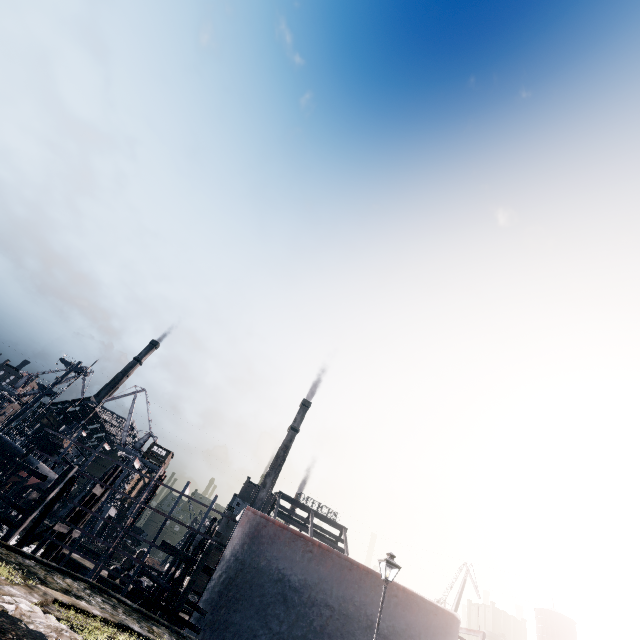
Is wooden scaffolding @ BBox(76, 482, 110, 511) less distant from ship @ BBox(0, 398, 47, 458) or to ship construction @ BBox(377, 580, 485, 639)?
ship construction @ BBox(377, 580, 485, 639)

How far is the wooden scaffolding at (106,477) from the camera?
24.82m

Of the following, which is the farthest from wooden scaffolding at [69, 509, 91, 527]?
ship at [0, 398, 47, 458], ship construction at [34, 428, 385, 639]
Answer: ship at [0, 398, 47, 458]

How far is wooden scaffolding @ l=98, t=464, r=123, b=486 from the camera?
24.8 meters

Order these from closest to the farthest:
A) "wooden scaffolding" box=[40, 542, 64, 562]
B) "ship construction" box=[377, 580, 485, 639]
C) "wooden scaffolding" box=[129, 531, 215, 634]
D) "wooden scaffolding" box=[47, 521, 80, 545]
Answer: "wooden scaffolding" box=[129, 531, 215, 634] → "ship construction" box=[377, 580, 485, 639] → "wooden scaffolding" box=[47, 521, 80, 545] → "wooden scaffolding" box=[40, 542, 64, 562]

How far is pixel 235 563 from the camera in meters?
20.0

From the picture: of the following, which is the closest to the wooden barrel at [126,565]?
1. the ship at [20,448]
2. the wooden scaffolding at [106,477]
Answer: the wooden scaffolding at [106,477]
